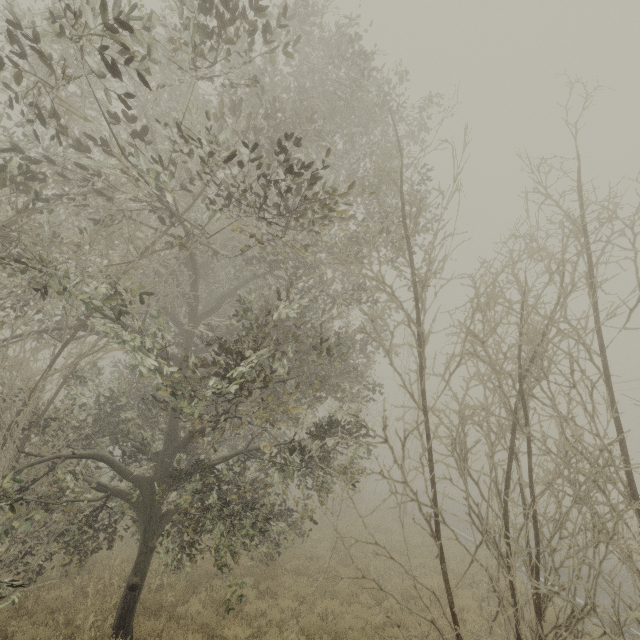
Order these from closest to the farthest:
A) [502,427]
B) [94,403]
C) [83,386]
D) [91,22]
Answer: [91,22], [502,427], [94,403], [83,386]
